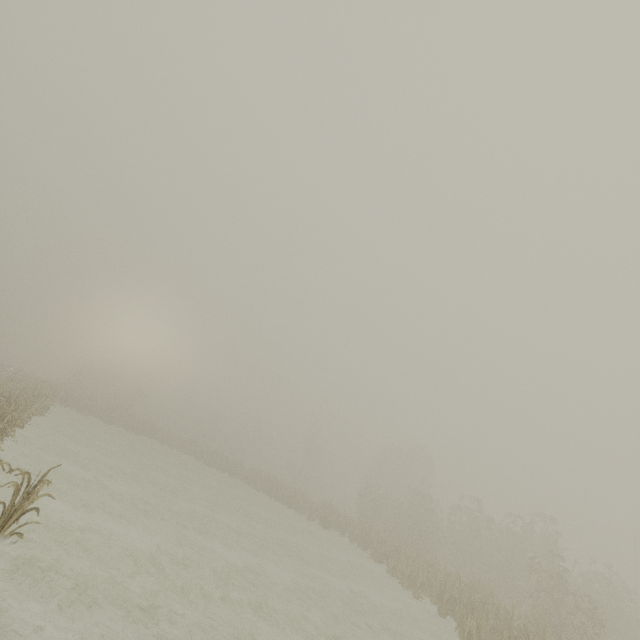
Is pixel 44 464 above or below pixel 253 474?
below
